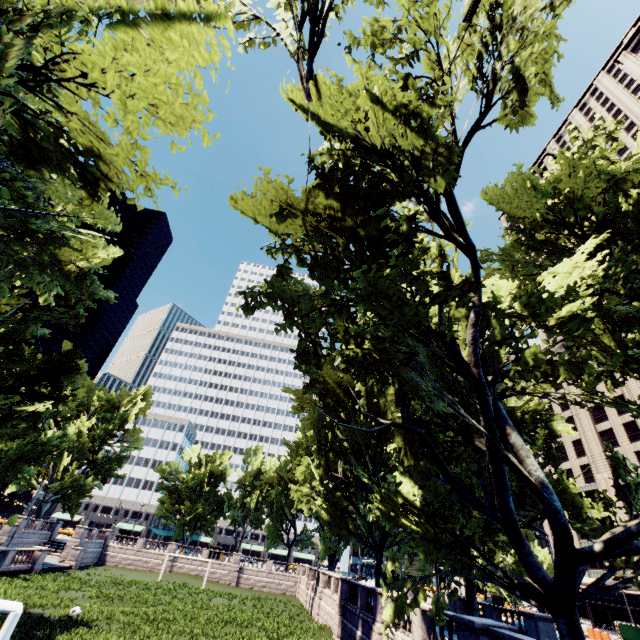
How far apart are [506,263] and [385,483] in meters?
13.8

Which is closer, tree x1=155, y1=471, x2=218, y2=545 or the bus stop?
the bus stop

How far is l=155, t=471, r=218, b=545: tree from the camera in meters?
55.5

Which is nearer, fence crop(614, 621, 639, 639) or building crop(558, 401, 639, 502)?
fence crop(614, 621, 639, 639)

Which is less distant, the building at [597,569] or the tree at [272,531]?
the building at [597,569]

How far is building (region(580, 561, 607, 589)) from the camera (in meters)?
48.38

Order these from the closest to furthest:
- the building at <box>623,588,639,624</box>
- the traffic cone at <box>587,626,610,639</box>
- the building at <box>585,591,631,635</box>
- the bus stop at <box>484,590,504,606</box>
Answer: the traffic cone at <box>587,626,610,639</box>, the building at <box>623,588,639,624</box>, the building at <box>585,591,631,635</box>, the bus stop at <box>484,590,504,606</box>

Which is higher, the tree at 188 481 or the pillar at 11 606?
the tree at 188 481
